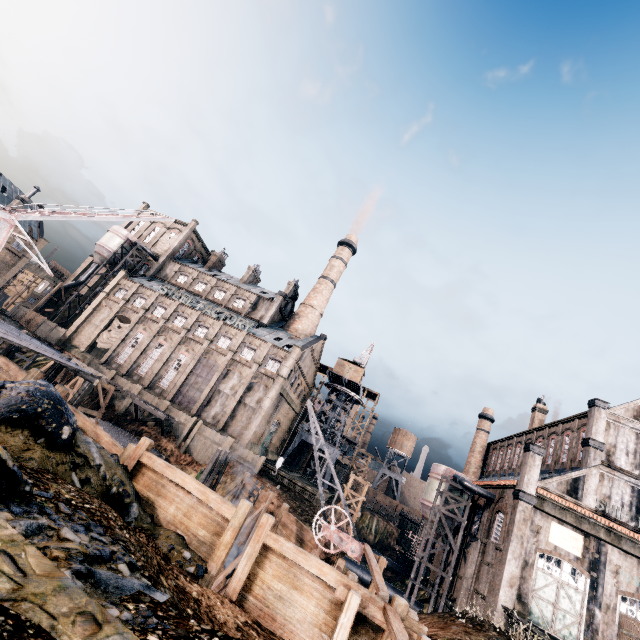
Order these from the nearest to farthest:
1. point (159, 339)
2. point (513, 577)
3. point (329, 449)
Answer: point (513, 577) → point (159, 339) → point (329, 449)

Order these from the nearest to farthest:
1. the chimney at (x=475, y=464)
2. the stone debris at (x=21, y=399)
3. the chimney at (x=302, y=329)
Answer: the stone debris at (x=21, y=399) < the chimney at (x=475, y=464) < the chimney at (x=302, y=329)

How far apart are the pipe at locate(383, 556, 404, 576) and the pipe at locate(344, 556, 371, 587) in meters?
18.4

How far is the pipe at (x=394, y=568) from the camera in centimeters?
5488cm

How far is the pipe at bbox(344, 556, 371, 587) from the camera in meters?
38.7

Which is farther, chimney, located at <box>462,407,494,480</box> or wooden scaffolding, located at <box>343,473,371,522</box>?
chimney, located at <box>462,407,494,480</box>

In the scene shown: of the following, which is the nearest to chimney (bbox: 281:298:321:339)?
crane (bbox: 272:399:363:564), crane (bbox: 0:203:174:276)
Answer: crane (bbox: 272:399:363:564)

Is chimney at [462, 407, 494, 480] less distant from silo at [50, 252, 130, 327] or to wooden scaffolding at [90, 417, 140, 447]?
wooden scaffolding at [90, 417, 140, 447]
